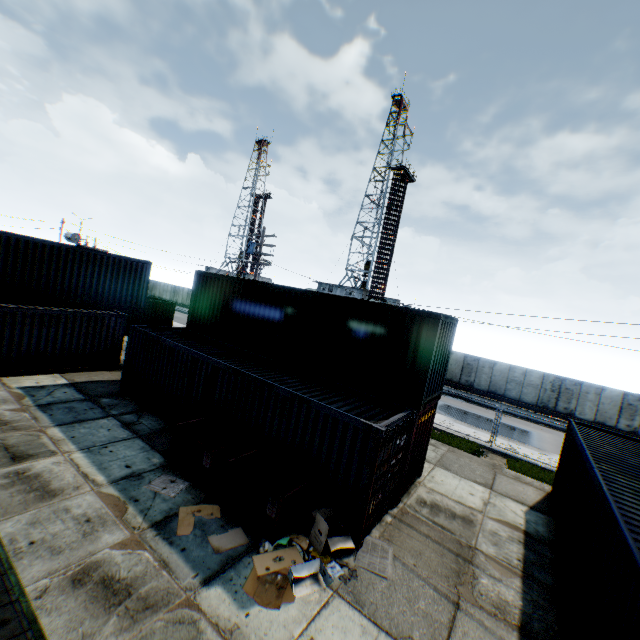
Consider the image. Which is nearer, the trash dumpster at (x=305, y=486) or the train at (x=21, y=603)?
the train at (x=21, y=603)

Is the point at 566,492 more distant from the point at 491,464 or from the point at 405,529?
the point at 405,529

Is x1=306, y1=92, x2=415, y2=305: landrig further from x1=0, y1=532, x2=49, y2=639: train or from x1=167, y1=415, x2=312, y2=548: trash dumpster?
x1=0, y1=532, x2=49, y2=639: train

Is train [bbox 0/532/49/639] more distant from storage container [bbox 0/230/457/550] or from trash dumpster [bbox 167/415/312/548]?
storage container [bbox 0/230/457/550]

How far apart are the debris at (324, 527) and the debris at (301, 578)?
0.31m

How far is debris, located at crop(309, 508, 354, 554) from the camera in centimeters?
716cm

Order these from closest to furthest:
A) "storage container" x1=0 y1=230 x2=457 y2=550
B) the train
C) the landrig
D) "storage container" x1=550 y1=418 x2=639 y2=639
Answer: the train → "storage container" x1=550 y1=418 x2=639 y2=639 → "storage container" x1=0 y1=230 x2=457 y2=550 → the landrig

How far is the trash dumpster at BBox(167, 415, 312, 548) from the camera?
7.4m
